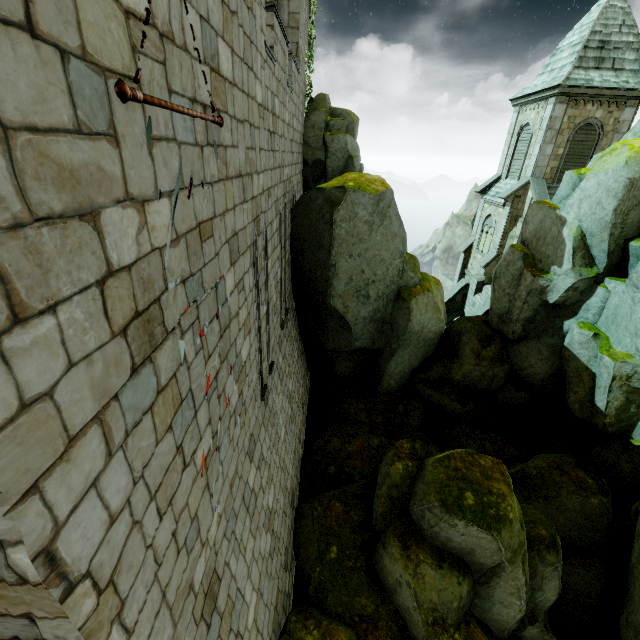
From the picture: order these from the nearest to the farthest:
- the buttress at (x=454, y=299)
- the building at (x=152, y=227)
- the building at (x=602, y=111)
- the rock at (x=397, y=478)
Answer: the building at (x=152, y=227) < the rock at (x=397, y=478) < the building at (x=602, y=111) < the buttress at (x=454, y=299)

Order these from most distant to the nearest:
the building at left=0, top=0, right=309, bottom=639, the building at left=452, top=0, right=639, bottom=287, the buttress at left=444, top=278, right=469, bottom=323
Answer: the buttress at left=444, top=278, right=469, bottom=323 < the building at left=452, top=0, right=639, bottom=287 < the building at left=0, top=0, right=309, bottom=639

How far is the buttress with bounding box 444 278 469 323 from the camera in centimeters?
2456cm

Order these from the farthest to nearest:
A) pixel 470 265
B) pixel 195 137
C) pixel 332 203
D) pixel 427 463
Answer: pixel 470 265 < pixel 332 203 < pixel 427 463 < pixel 195 137

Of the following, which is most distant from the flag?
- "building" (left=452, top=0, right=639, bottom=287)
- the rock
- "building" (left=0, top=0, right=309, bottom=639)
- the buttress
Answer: the buttress

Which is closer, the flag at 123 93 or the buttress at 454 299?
the flag at 123 93

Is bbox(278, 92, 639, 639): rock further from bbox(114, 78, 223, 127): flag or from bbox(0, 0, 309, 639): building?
bbox(114, 78, 223, 127): flag

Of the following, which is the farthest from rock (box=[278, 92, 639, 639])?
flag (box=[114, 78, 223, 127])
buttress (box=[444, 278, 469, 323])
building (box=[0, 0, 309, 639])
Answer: buttress (box=[444, 278, 469, 323])
